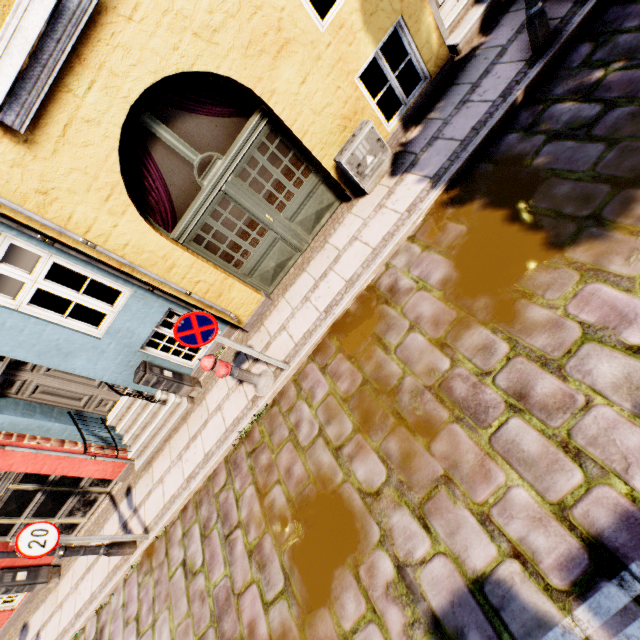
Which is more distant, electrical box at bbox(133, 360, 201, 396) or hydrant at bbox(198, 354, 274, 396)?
electrical box at bbox(133, 360, 201, 396)

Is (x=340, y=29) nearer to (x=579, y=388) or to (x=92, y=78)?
(x=92, y=78)

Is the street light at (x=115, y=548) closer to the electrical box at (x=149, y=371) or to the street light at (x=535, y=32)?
the electrical box at (x=149, y=371)

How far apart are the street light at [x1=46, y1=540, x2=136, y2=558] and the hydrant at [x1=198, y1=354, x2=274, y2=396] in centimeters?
383cm

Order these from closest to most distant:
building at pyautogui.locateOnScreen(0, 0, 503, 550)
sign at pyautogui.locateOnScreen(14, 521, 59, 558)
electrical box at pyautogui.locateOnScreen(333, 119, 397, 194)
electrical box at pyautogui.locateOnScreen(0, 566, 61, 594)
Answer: building at pyautogui.locateOnScreen(0, 0, 503, 550), sign at pyautogui.locateOnScreen(14, 521, 59, 558), electrical box at pyautogui.locateOnScreen(333, 119, 397, 194), electrical box at pyautogui.locateOnScreen(0, 566, 61, 594)

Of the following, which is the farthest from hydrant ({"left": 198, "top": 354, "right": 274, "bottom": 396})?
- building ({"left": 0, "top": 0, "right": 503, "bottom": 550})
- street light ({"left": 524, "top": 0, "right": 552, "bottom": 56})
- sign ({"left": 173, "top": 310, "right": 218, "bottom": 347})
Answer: street light ({"left": 524, "top": 0, "right": 552, "bottom": 56})

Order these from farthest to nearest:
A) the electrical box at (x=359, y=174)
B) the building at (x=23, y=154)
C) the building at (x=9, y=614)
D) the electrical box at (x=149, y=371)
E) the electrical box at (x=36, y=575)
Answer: the building at (x=9, y=614) → the electrical box at (x=36, y=575) → the electrical box at (x=149, y=371) → the electrical box at (x=359, y=174) → the building at (x=23, y=154)

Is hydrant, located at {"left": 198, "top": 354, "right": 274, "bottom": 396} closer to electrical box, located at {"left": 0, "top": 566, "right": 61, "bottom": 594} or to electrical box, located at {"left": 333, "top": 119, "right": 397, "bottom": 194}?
Answer: electrical box, located at {"left": 333, "top": 119, "right": 397, "bottom": 194}
